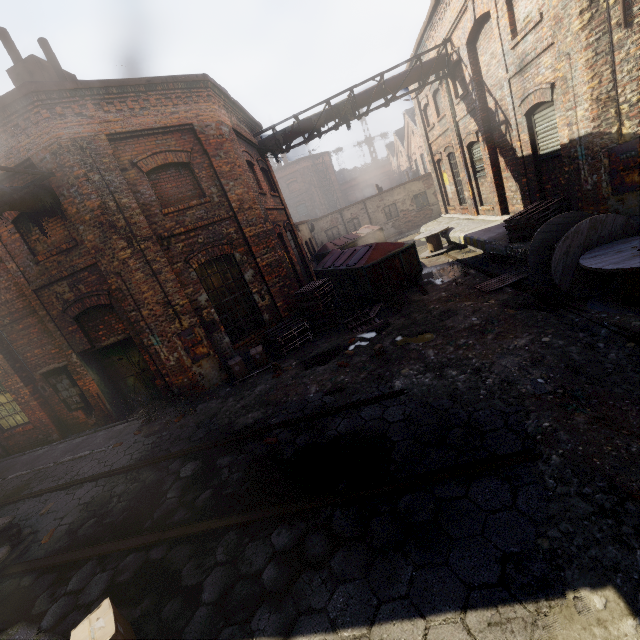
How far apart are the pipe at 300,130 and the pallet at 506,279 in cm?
825

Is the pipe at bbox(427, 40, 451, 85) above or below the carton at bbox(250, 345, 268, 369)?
above

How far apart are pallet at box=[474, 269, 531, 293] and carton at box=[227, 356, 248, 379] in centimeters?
668cm

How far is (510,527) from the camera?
2.9m

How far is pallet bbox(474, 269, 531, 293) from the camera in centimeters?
814cm

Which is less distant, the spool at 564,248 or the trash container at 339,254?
the spool at 564,248

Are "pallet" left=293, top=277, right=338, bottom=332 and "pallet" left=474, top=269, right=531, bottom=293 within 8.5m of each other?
yes

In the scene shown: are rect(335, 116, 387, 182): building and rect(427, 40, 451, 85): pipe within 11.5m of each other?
no
